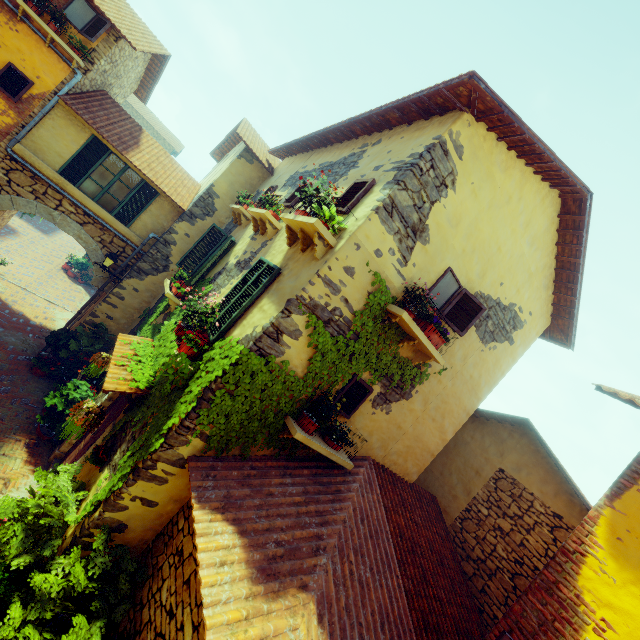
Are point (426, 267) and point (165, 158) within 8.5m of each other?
no

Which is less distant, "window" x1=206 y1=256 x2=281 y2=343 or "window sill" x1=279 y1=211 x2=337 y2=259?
"window sill" x1=279 y1=211 x2=337 y2=259

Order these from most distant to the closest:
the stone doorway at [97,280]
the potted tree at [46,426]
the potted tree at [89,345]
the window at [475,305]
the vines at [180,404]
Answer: the stone doorway at [97,280] → the potted tree at [89,345] → the potted tree at [46,426] → the window at [475,305] → the vines at [180,404]

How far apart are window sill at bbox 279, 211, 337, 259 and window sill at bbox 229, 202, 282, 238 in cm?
95

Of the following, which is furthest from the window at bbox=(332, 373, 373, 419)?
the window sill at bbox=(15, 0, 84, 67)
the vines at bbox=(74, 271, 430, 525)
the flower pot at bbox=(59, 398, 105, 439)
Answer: the flower pot at bbox=(59, 398, 105, 439)

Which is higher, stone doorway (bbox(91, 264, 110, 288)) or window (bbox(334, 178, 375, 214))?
window (bbox(334, 178, 375, 214))

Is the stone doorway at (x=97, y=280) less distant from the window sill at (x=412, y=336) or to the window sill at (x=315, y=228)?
the window sill at (x=315, y=228)

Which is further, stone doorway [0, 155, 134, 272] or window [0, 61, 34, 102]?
stone doorway [0, 155, 134, 272]
